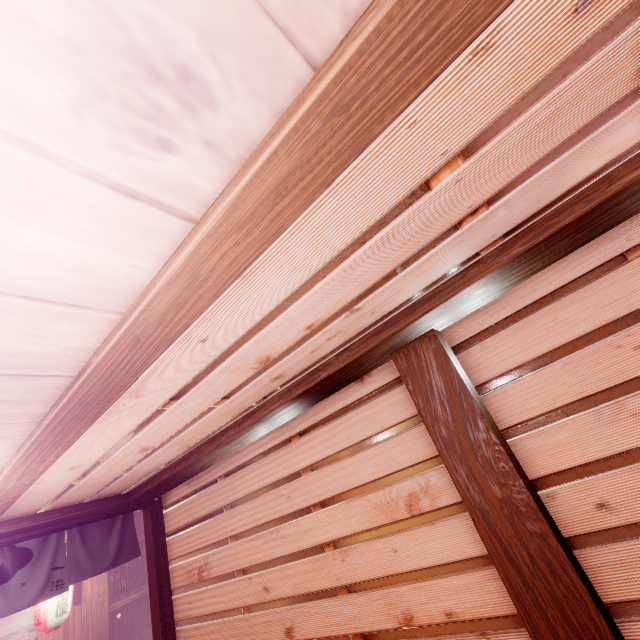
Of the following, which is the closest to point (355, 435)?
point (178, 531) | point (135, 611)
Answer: point (178, 531)

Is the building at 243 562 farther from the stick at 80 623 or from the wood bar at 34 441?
the stick at 80 623

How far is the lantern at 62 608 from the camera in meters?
11.0

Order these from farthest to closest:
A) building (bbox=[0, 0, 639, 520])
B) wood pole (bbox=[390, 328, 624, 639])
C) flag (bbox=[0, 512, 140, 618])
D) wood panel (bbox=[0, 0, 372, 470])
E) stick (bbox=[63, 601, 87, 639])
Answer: stick (bbox=[63, 601, 87, 639]), flag (bbox=[0, 512, 140, 618]), wood pole (bbox=[390, 328, 624, 639]), building (bbox=[0, 0, 639, 520]), wood panel (bbox=[0, 0, 372, 470])

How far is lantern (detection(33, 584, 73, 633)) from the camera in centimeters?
1105cm

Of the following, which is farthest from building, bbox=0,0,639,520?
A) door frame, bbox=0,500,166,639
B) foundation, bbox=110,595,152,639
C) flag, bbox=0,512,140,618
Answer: foundation, bbox=110,595,152,639

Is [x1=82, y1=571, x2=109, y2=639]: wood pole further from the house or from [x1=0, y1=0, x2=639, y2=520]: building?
[x1=0, y1=0, x2=639, y2=520]: building

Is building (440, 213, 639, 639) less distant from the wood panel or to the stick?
the wood panel
